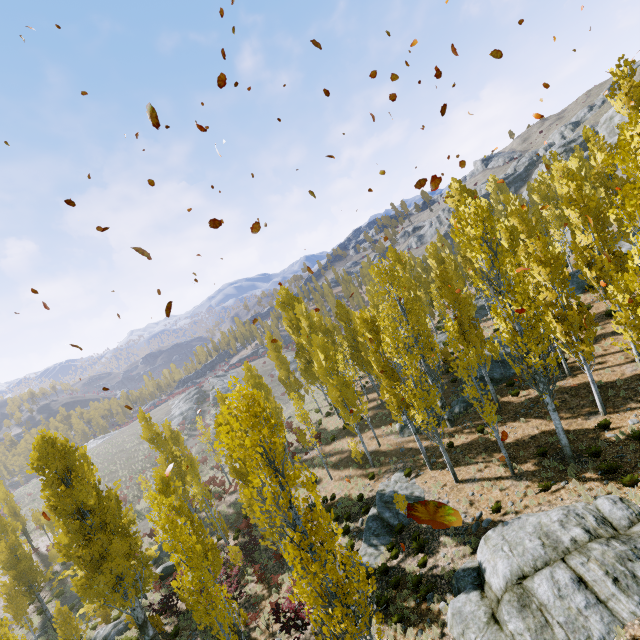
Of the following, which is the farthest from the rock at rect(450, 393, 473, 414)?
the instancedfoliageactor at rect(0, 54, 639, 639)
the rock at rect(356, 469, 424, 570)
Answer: the rock at rect(356, 469, 424, 570)

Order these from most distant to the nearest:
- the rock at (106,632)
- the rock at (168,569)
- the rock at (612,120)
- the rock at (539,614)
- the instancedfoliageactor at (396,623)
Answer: the rock at (612,120)
the rock at (168,569)
the rock at (106,632)
the instancedfoliageactor at (396,623)
the rock at (539,614)

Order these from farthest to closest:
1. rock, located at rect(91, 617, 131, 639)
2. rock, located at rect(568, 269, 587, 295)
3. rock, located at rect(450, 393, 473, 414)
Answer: rock, located at rect(568, 269, 587, 295)
rock, located at rect(450, 393, 473, 414)
rock, located at rect(91, 617, 131, 639)

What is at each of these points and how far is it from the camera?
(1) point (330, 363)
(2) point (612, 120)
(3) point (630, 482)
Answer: (1) instancedfoliageactor, 22.7m
(2) rock, 58.3m
(3) instancedfoliageactor, 11.6m

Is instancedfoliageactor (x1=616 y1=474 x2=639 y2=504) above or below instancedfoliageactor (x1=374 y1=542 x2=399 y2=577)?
above

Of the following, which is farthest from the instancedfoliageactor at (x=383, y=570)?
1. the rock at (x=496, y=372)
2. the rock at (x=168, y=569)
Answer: the rock at (x=168, y=569)

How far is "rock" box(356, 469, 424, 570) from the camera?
16.66m
